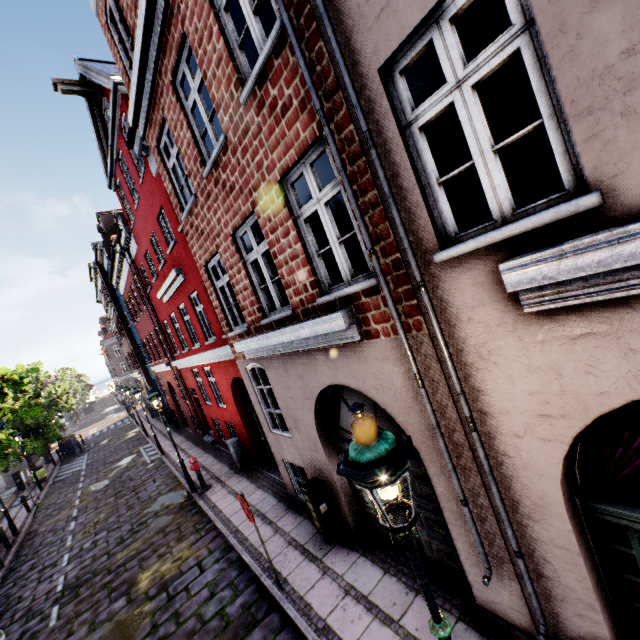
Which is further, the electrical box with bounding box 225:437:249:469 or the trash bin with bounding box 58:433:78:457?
the trash bin with bounding box 58:433:78:457

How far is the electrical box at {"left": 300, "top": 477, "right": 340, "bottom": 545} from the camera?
6.4m

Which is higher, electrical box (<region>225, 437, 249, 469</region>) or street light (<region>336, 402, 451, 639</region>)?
street light (<region>336, 402, 451, 639</region>)

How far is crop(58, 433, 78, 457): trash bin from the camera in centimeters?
2631cm

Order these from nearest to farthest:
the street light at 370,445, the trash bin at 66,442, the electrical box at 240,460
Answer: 1. the street light at 370,445
2. the electrical box at 240,460
3. the trash bin at 66,442

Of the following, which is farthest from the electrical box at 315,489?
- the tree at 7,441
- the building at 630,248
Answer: the tree at 7,441

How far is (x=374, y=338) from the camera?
4.09m

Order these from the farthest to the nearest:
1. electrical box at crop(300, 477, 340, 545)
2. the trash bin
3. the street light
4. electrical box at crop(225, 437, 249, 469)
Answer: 1. the trash bin
2. electrical box at crop(225, 437, 249, 469)
3. electrical box at crop(300, 477, 340, 545)
4. the street light
